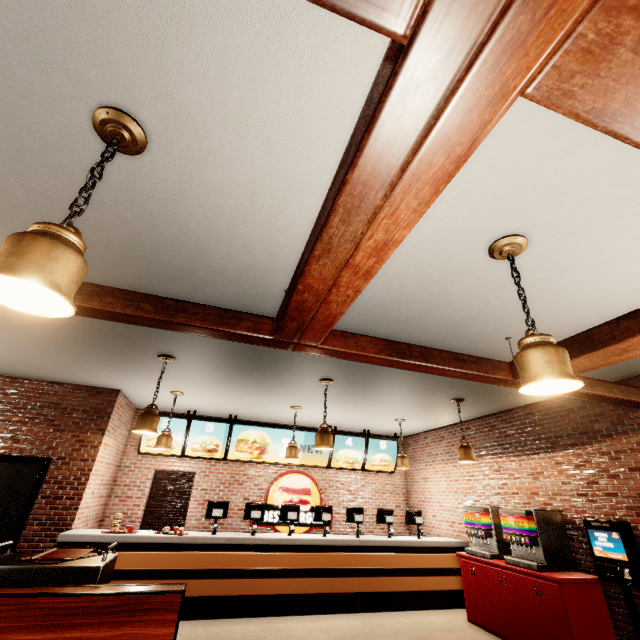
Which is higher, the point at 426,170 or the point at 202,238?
the point at 202,238
